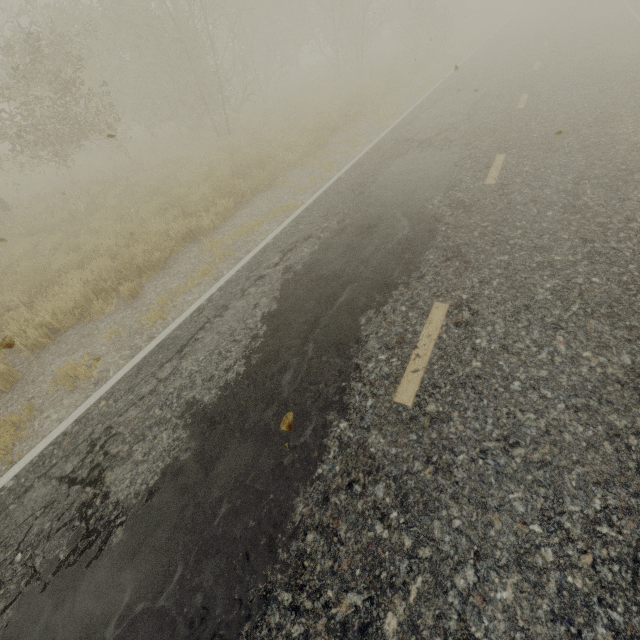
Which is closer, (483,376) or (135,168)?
(483,376)
